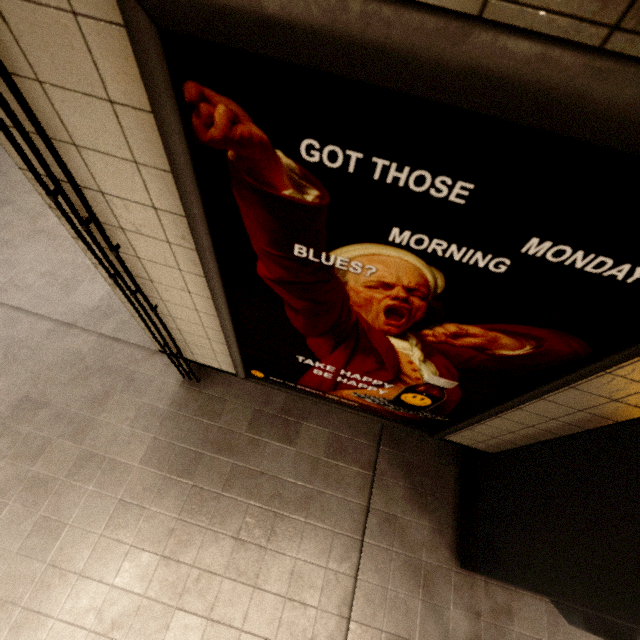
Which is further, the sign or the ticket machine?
the ticket machine

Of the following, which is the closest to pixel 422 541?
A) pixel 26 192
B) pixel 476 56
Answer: pixel 476 56

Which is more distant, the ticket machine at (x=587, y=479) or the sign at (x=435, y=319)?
the ticket machine at (x=587, y=479)
